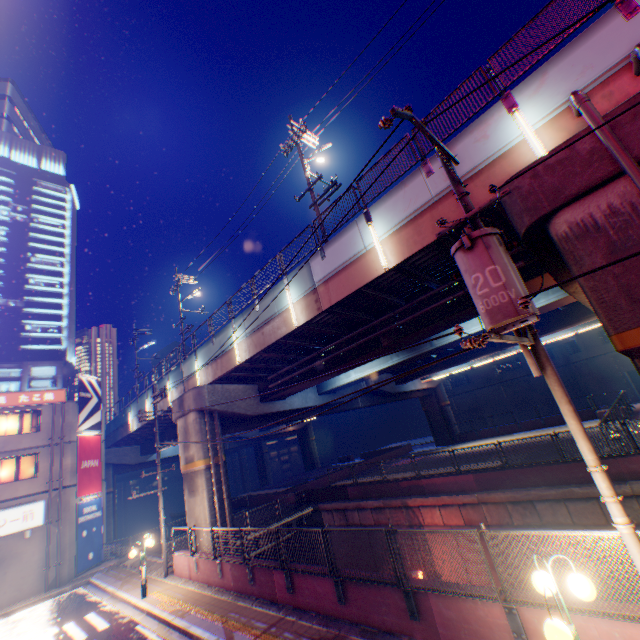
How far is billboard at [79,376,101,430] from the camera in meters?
25.2

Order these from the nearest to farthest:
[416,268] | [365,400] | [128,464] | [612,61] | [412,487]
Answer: [612,61] → [416,268] → [412,487] → [365,400] → [128,464]

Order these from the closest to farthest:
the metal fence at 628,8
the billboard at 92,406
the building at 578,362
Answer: the metal fence at 628,8, the billboard at 92,406, the building at 578,362

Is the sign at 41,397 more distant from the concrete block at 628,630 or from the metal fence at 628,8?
the metal fence at 628,8

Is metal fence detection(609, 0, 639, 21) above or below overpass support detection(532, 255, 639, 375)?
above

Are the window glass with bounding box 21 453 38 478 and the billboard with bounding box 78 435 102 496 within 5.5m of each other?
yes

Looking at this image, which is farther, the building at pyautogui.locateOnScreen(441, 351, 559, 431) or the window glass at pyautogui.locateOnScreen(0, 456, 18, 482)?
the building at pyautogui.locateOnScreen(441, 351, 559, 431)

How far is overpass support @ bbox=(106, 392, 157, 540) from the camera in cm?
2986
